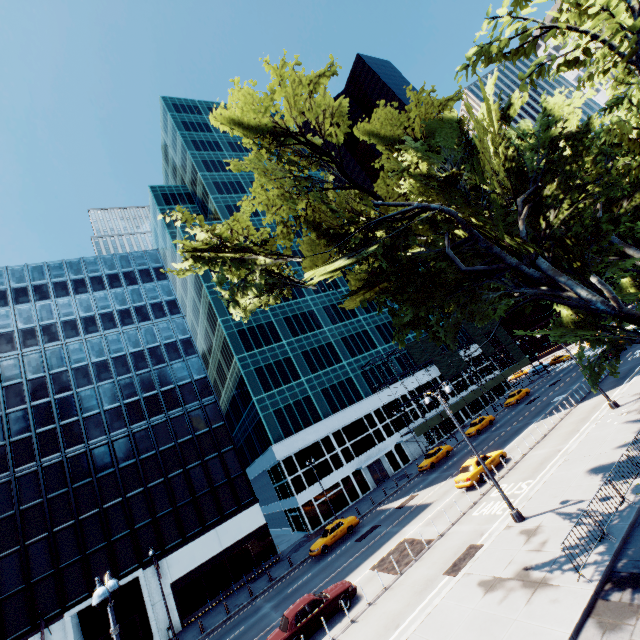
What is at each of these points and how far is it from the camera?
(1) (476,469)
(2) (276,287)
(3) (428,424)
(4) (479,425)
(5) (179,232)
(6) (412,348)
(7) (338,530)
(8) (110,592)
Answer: (1) vehicle, 24.41m
(2) tree, 19.83m
(3) scaffolding, 46.94m
(4) vehicle, 41.62m
(5) building, 55.22m
(6) scaffolding, 53.84m
(7) vehicle, 29.61m
(8) light, 9.17m

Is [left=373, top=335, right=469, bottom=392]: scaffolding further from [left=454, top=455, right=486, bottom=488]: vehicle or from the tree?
the tree

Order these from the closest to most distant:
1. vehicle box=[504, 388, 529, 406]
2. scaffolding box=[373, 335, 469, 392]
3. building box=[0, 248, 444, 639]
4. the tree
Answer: the tree < building box=[0, 248, 444, 639] < vehicle box=[504, 388, 529, 406] < scaffolding box=[373, 335, 469, 392]

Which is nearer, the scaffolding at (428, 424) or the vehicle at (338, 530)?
the vehicle at (338, 530)

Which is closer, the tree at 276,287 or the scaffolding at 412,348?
the tree at 276,287

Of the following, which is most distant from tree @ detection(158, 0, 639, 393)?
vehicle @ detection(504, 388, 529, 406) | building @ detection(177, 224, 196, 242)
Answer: building @ detection(177, 224, 196, 242)

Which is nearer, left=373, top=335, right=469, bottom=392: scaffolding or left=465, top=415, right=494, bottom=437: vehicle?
left=465, top=415, right=494, bottom=437: vehicle

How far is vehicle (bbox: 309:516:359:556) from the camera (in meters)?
28.45
